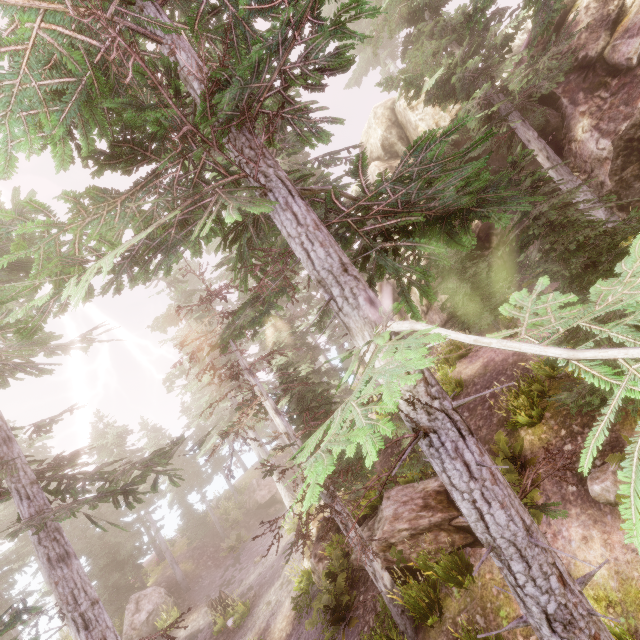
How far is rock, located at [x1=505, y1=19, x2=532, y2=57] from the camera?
14.8 meters

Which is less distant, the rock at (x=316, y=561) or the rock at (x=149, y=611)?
the rock at (x=316, y=561)

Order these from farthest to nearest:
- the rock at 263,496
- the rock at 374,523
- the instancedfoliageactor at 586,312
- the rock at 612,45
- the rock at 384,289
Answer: the rock at 263,496, the rock at 384,289, the rock at 612,45, the rock at 374,523, the instancedfoliageactor at 586,312

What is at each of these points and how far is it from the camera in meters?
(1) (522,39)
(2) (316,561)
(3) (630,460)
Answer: (1) rock, 23.9 m
(2) rock, 12.4 m
(3) instancedfoliageactor, 5.8 m

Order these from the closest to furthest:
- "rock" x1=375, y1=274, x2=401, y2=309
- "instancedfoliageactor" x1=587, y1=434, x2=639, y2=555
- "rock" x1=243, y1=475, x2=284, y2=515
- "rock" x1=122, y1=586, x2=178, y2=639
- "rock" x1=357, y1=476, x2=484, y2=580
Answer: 1. "instancedfoliageactor" x1=587, y1=434, x2=639, y2=555
2. "rock" x1=357, y1=476, x2=484, y2=580
3. "rock" x1=122, y1=586, x2=178, y2=639
4. "rock" x1=375, y1=274, x2=401, y2=309
5. "rock" x1=243, y1=475, x2=284, y2=515

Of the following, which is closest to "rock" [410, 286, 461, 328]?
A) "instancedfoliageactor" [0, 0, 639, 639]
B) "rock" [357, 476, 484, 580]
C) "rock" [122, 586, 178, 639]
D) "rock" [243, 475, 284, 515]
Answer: "instancedfoliageactor" [0, 0, 639, 639]

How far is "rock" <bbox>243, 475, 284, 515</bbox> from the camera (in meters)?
25.14
